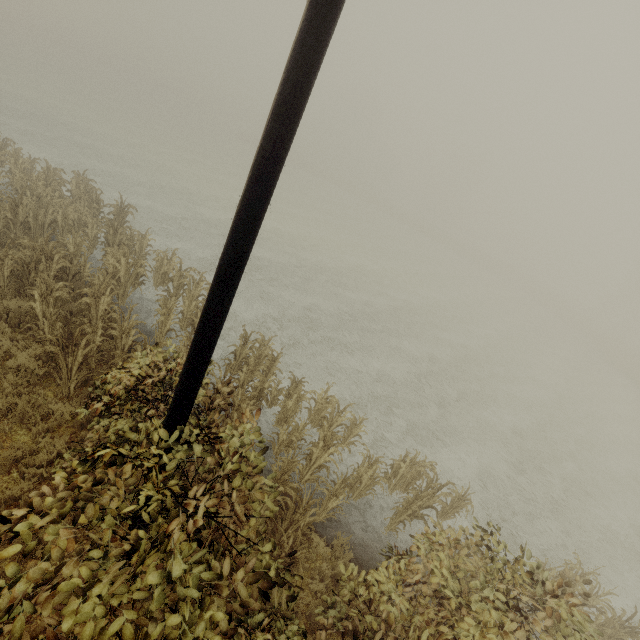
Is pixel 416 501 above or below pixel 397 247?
above
